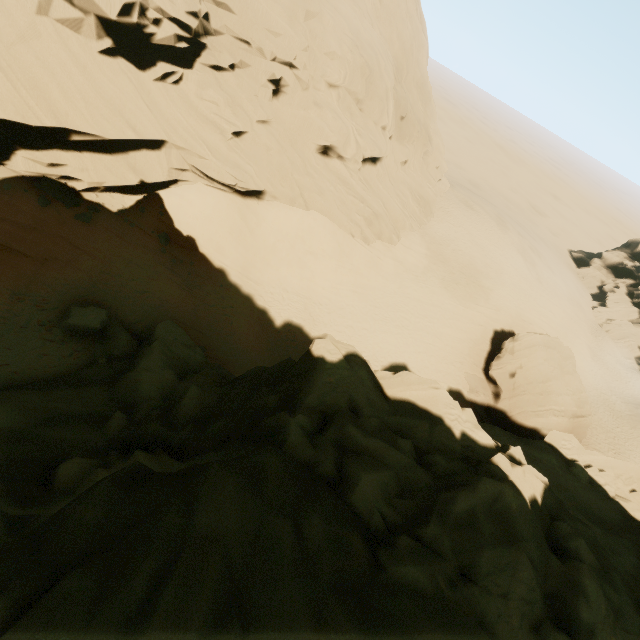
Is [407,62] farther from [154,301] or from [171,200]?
[154,301]

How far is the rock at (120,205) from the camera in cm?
1778

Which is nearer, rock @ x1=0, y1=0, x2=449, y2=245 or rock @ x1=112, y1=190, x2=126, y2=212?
rock @ x1=0, y1=0, x2=449, y2=245

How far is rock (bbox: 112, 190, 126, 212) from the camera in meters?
17.8 m

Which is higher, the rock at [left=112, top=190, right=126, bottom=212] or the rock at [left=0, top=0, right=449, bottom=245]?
the rock at [left=0, top=0, right=449, bottom=245]

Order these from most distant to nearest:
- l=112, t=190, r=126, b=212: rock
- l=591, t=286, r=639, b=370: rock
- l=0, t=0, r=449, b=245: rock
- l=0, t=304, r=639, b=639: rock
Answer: l=591, t=286, r=639, b=370: rock → l=112, t=190, r=126, b=212: rock → l=0, t=0, r=449, b=245: rock → l=0, t=304, r=639, b=639: rock

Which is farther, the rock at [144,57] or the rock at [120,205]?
the rock at [120,205]
